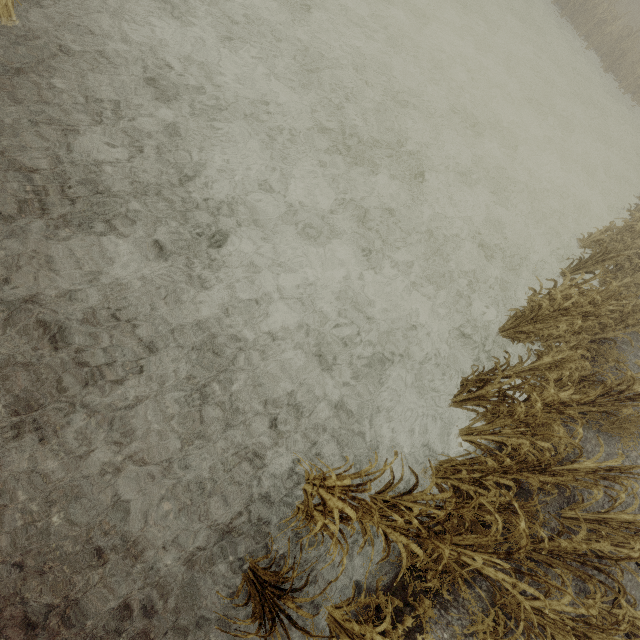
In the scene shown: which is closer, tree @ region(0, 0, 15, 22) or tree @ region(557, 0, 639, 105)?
tree @ region(0, 0, 15, 22)

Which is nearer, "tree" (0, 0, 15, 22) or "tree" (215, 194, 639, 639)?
"tree" (215, 194, 639, 639)

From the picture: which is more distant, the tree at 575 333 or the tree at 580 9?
the tree at 580 9

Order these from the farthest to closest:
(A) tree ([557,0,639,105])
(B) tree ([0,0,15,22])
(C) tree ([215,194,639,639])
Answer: (A) tree ([557,0,639,105]) → (B) tree ([0,0,15,22]) → (C) tree ([215,194,639,639])

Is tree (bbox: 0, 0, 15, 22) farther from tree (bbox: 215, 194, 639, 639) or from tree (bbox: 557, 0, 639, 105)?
tree (bbox: 557, 0, 639, 105)

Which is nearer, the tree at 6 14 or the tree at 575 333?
the tree at 575 333

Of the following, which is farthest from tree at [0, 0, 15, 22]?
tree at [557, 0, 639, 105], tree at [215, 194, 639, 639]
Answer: tree at [557, 0, 639, 105]

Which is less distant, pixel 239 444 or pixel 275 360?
pixel 239 444
